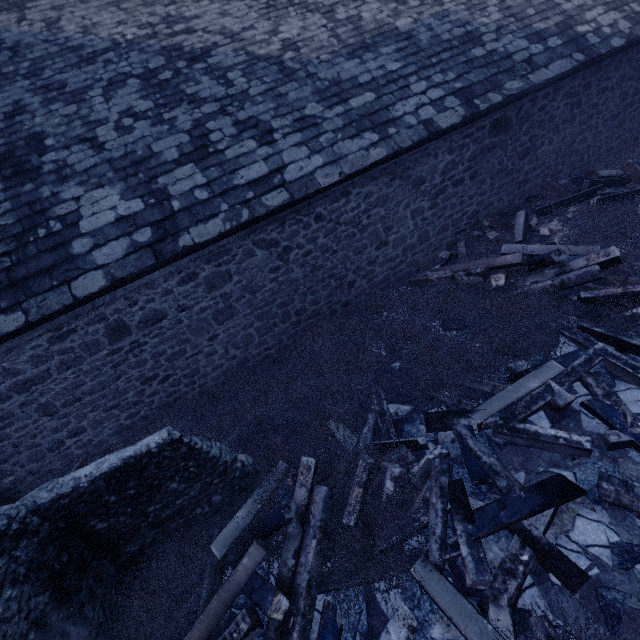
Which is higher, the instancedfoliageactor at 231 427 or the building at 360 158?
the building at 360 158

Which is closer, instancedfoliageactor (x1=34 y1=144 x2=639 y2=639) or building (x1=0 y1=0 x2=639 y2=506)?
instancedfoliageactor (x1=34 y1=144 x2=639 y2=639)

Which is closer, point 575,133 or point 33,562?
point 33,562

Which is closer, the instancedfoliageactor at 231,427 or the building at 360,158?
the instancedfoliageactor at 231,427

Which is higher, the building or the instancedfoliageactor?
the building
